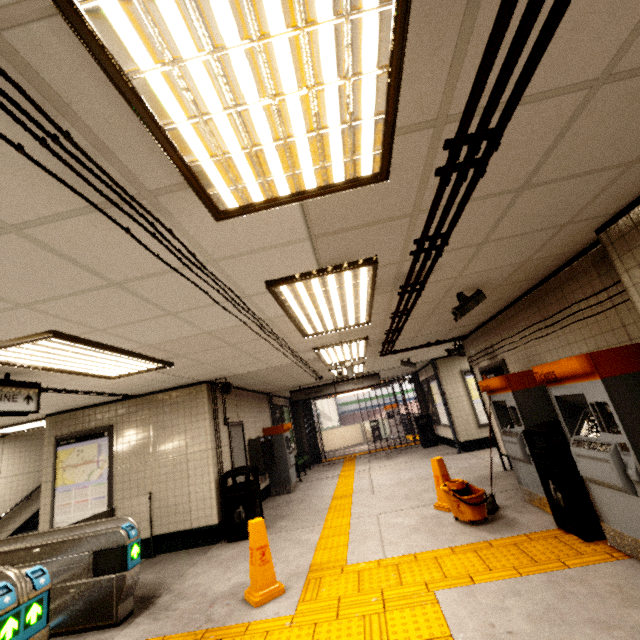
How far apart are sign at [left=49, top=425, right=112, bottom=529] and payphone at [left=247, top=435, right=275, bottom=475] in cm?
289

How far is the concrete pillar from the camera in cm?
1377

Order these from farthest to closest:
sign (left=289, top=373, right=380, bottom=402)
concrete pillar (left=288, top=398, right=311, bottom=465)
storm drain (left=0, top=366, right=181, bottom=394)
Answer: concrete pillar (left=288, top=398, right=311, bottom=465) < sign (left=289, top=373, right=380, bottom=402) < storm drain (left=0, top=366, right=181, bottom=394)

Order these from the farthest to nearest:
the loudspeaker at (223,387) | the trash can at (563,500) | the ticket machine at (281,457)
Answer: the ticket machine at (281,457)
the loudspeaker at (223,387)
the trash can at (563,500)

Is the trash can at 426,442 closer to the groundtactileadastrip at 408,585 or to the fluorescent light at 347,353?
the groundtactileadastrip at 408,585

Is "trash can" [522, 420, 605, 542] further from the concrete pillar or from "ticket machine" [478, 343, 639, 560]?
the concrete pillar

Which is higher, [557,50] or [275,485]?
[557,50]

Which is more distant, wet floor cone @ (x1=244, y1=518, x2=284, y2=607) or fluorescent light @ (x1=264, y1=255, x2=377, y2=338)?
wet floor cone @ (x1=244, y1=518, x2=284, y2=607)
